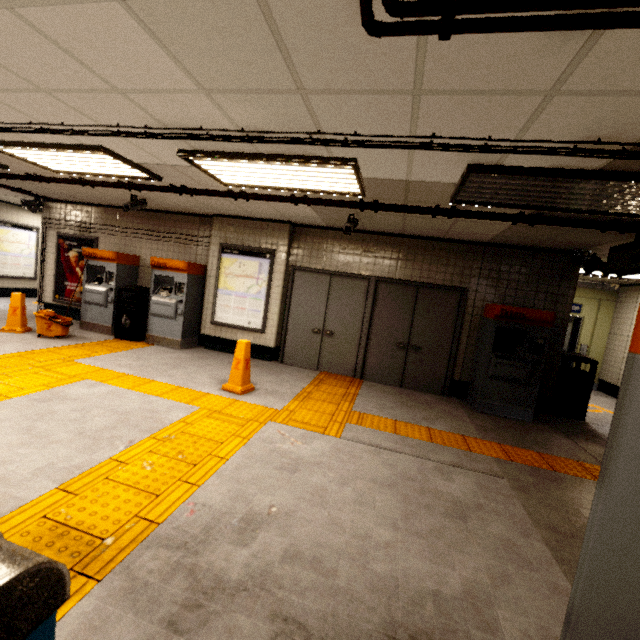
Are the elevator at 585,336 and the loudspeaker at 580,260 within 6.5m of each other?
yes

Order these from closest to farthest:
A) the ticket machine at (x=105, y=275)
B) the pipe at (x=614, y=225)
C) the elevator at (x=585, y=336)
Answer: the pipe at (x=614, y=225) → the ticket machine at (x=105, y=275) → the elevator at (x=585, y=336)

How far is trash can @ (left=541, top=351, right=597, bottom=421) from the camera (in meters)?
5.84

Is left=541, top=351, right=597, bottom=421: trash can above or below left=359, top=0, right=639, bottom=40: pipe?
below

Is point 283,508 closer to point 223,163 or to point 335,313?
point 223,163

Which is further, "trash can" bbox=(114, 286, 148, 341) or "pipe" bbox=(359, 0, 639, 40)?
"trash can" bbox=(114, 286, 148, 341)

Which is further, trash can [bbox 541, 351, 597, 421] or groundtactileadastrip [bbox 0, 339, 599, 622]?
trash can [bbox 541, 351, 597, 421]

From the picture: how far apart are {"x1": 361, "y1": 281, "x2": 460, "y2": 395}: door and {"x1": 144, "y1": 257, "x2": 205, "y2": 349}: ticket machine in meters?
3.8 m
